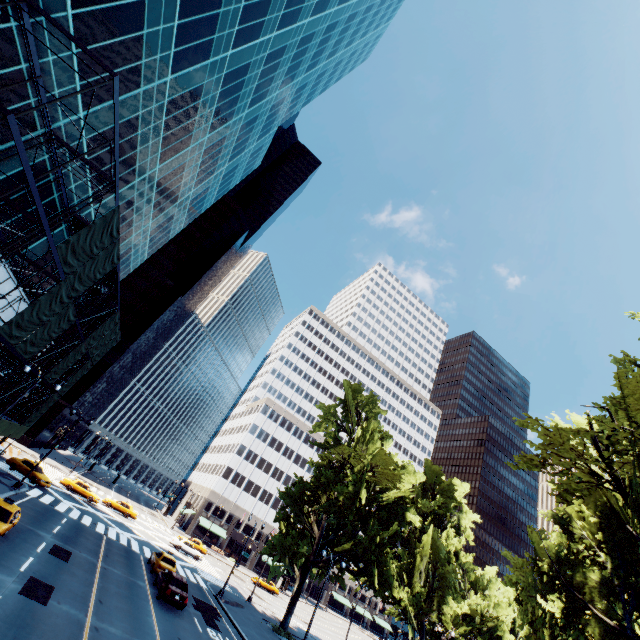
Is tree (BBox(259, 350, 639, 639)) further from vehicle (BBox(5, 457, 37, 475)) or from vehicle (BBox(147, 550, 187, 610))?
vehicle (BBox(5, 457, 37, 475))

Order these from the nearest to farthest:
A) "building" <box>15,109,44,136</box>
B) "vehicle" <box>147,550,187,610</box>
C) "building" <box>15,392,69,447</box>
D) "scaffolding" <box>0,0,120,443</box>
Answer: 1. "scaffolding" <box>0,0,120,443</box>
2. "building" <box>15,109,44,136</box>
3. "vehicle" <box>147,550,187,610</box>
4. "building" <box>15,392,69,447</box>

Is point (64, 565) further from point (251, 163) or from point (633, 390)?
point (251, 163)

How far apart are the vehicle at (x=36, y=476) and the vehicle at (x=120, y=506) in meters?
12.4 m

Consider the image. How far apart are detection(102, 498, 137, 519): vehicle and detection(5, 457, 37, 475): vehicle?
12.4m

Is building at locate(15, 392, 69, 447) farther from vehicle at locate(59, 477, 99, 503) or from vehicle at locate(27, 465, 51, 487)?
vehicle at locate(27, 465, 51, 487)

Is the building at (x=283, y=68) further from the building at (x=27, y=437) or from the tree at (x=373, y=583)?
the building at (x=27, y=437)
